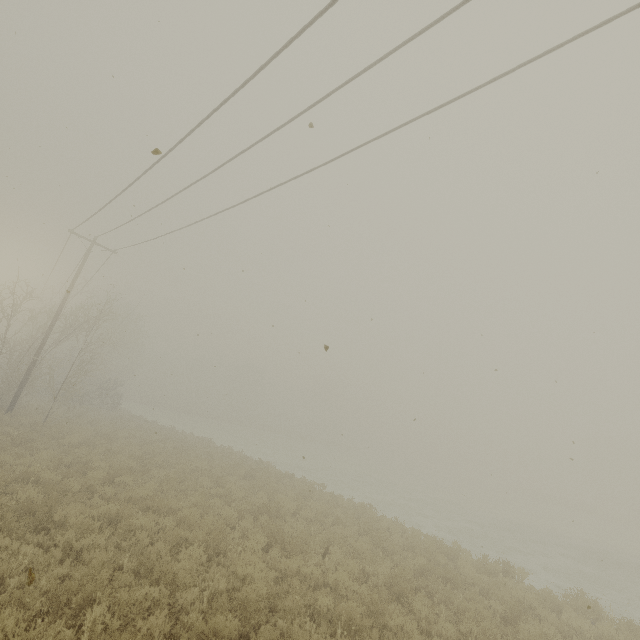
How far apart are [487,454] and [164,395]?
18.0 meters
